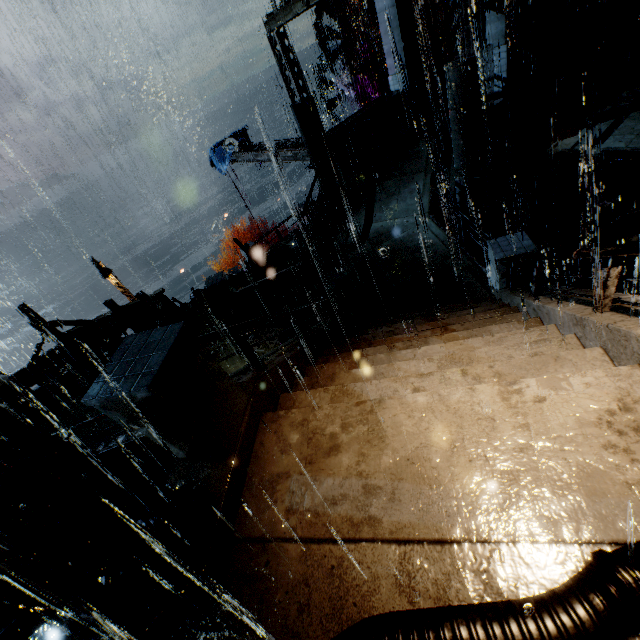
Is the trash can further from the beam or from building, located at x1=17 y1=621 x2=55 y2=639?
the beam

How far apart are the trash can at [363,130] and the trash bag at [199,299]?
10.4m

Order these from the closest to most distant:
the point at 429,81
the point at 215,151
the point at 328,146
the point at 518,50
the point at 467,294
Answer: the point at 467,294
the point at 518,50
the point at 328,146
the point at 429,81
the point at 215,151

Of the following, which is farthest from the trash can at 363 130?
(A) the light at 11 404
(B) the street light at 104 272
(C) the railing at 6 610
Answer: (C) the railing at 6 610

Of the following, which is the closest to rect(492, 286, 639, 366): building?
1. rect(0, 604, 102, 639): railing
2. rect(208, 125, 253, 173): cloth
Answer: rect(0, 604, 102, 639): railing

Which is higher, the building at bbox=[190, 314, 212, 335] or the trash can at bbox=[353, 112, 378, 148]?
the trash can at bbox=[353, 112, 378, 148]

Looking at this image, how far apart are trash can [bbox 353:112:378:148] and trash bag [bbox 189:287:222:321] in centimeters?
1043cm

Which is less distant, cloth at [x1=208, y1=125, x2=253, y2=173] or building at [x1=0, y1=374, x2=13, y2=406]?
building at [x1=0, y1=374, x2=13, y2=406]
